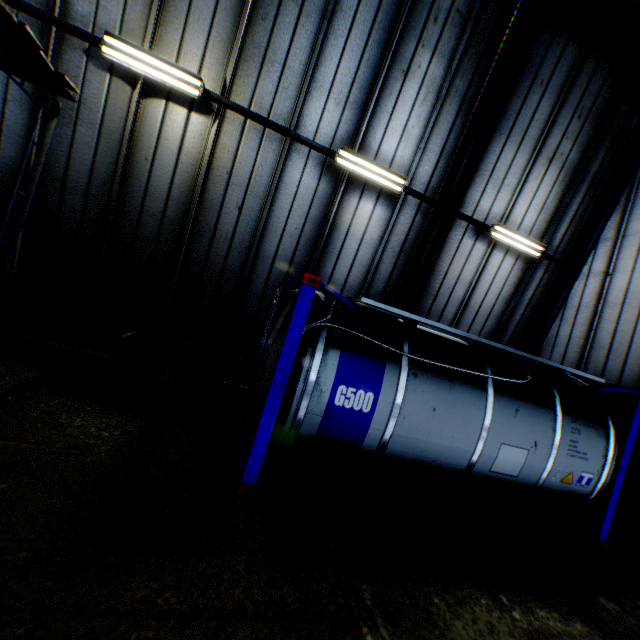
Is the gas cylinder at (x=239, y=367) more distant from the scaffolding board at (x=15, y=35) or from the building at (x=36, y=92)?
the scaffolding board at (x=15, y=35)

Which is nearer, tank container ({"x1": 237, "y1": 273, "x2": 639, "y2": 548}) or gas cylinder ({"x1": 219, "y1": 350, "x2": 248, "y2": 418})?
tank container ({"x1": 237, "y1": 273, "x2": 639, "y2": 548})

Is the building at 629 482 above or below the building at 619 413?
below

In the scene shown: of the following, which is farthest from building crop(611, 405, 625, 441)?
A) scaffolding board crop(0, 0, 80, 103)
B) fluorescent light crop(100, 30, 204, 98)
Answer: scaffolding board crop(0, 0, 80, 103)

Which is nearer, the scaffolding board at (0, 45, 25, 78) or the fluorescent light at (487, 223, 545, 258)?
the scaffolding board at (0, 45, 25, 78)

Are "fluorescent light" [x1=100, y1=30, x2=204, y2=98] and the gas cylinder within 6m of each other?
yes

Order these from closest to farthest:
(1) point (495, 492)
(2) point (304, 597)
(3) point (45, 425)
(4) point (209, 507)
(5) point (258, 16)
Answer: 1. (2) point (304, 597)
2. (4) point (209, 507)
3. (3) point (45, 425)
4. (1) point (495, 492)
5. (5) point (258, 16)
